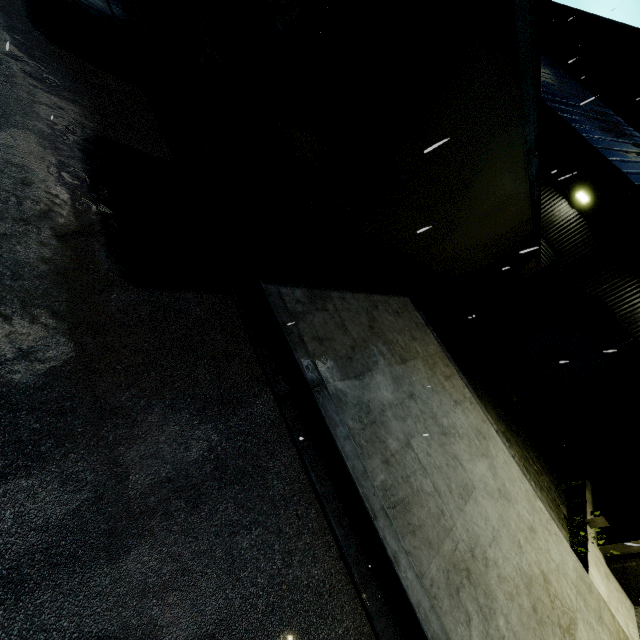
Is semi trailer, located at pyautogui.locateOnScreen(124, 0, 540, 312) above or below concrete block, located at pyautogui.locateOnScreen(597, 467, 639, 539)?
above

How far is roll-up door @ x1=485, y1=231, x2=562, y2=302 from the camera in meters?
13.9 m

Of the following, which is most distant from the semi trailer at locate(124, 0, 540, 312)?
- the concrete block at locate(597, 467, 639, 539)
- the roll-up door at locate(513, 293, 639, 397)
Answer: the roll-up door at locate(513, 293, 639, 397)

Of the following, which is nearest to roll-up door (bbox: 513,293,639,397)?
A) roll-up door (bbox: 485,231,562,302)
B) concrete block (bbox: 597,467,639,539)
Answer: roll-up door (bbox: 485,231,562,302)

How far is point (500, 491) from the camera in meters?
6.2

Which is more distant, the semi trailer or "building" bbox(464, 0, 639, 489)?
"building" bbox(464, 0, 639, 489)

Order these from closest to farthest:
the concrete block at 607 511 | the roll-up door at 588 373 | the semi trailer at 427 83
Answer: the semi trailer at 427 83 → the concrete block at 607 511 → the roll-up door at 588 373

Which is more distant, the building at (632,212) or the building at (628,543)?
the building at (632,212)
